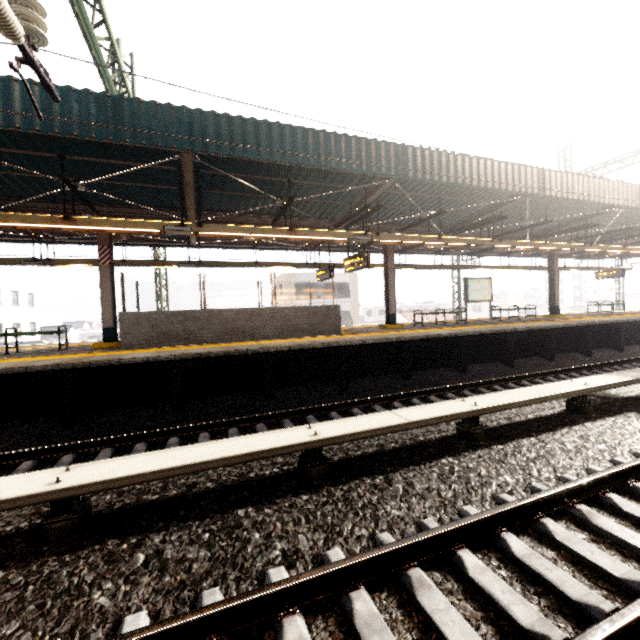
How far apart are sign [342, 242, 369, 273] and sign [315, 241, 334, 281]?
1.4m

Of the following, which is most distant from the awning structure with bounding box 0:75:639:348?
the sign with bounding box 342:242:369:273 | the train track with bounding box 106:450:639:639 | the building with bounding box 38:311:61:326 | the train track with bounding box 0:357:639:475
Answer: the building with bounding box 38:311:61:326

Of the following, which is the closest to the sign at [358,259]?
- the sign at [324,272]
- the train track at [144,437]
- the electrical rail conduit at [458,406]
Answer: the sign at [324,272]

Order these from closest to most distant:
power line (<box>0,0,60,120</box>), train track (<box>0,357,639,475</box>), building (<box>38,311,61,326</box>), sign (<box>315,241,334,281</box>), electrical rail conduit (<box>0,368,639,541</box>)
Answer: electrical rail conduit (<box>0,368,639,541</box>) < power line (<box>0,0,60,120</box>) < train track (<box>0,357,639,475</box>) < sign (<box>315,241,334,281</box>) < building (<box>38,311,61,326</box>)

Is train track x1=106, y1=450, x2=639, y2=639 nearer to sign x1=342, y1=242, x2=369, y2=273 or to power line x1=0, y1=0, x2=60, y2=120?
power line x1=0, y1=0, x2=60, y2=120

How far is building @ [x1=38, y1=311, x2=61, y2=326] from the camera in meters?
46.5

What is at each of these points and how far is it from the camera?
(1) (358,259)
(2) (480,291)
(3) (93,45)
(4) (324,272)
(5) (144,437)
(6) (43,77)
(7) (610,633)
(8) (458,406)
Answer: (1) sign, 10.5m
(2) sign, 14.6m
(3) power line, 6.8m
(4) sign, 13.3m
(5) train track, 5.5m
(6) power line, 4.3m
(7) train track, 1.9m
(8) electrical rail conduit, 4.7m

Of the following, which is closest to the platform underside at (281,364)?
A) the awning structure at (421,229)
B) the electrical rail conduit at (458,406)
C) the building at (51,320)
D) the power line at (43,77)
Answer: the awning structure at (421,229)
